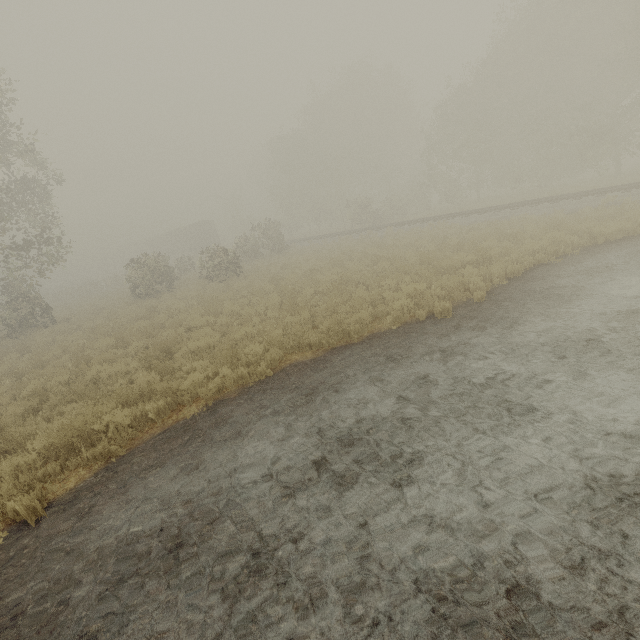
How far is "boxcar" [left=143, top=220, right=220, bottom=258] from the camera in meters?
46.2 m

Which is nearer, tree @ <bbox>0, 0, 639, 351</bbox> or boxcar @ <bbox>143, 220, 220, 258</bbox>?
tree @ <bbox>0, 0, 639, 351</bbox>

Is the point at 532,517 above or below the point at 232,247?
below

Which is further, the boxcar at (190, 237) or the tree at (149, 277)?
the boxcar at (190, 237)

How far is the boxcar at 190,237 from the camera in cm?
4625
